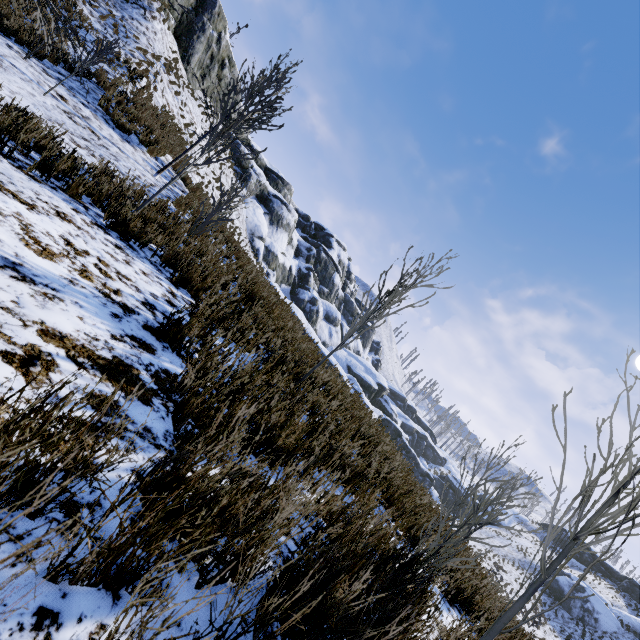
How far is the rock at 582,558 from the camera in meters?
48.0

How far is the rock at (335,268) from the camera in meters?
32.3

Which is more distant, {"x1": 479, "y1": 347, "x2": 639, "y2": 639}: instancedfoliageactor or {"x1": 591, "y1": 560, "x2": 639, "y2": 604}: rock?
{"x1": 591, "y1": 560, "x2": 639, "y2": 604}: rock

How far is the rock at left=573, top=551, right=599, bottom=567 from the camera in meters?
48.0

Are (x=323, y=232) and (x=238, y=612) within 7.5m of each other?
no

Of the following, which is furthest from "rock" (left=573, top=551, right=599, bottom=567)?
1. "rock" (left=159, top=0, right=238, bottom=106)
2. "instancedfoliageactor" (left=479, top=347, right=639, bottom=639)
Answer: "instancedfoliageactor" (left=479, top=347, right=639, bottom=639)

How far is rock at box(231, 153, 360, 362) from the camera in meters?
32.3 m
